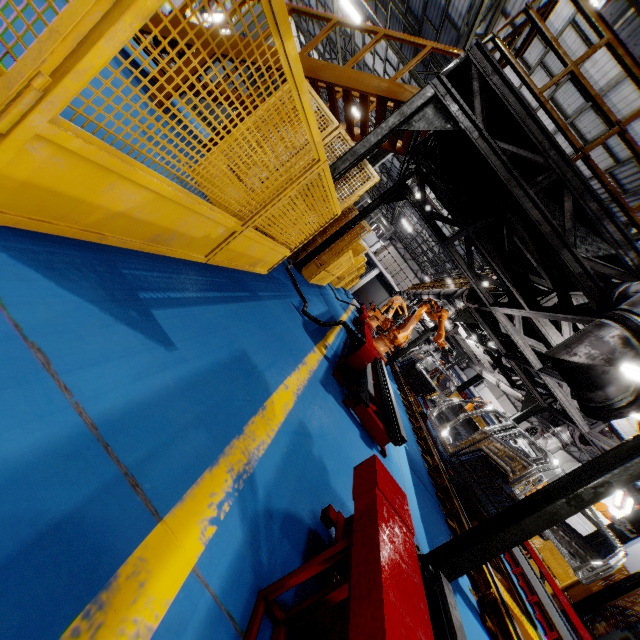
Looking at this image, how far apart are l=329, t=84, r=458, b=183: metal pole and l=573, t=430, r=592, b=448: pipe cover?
8.6 meters

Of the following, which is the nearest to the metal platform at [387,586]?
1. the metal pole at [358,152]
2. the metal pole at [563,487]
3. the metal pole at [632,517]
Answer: the metal pole at [563,487]

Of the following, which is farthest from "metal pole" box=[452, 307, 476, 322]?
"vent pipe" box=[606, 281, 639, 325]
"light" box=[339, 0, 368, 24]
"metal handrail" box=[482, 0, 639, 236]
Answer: "light" box=[339, 0, 368, 24]

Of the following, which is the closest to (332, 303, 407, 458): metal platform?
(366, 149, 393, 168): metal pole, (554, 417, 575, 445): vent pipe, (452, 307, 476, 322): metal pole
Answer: (452, 307, 476, 322): metal pole

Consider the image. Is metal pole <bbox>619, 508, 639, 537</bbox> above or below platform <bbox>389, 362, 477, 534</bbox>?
above

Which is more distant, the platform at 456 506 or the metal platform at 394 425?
the platform at 456 506

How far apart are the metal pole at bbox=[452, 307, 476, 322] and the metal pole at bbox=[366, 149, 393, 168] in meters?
6.8 m

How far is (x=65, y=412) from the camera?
1.1m
